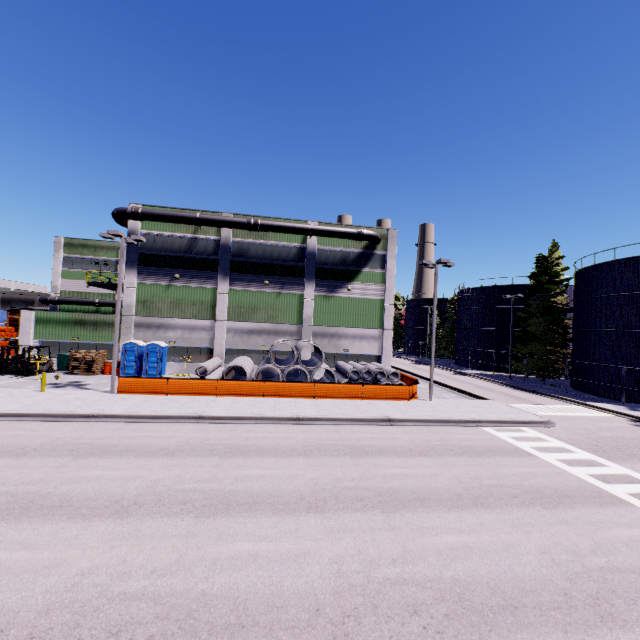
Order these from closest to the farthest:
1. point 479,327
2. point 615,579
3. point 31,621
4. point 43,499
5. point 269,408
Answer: point 31,621 < point 615,579 < point 43,499 < point 269,408 < point 479,327

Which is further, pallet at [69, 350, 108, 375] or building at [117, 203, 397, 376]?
building at [117, 203, 397, 376]

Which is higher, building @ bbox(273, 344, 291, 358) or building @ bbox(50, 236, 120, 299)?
building @ bbox(50, 236, 120, 299)

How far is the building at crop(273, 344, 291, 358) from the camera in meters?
30.3 m

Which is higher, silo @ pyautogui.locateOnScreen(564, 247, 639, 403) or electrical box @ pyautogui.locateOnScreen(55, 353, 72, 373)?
silo @ pyautogui.locateOnScreen(564, 247, 639, 403)

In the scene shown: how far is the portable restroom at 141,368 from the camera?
26.66m

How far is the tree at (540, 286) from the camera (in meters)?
35.78

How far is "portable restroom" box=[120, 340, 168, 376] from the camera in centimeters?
2666cm
